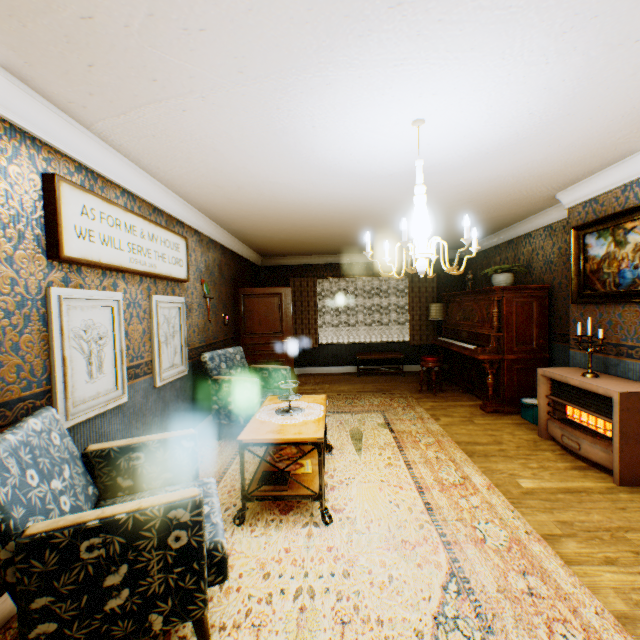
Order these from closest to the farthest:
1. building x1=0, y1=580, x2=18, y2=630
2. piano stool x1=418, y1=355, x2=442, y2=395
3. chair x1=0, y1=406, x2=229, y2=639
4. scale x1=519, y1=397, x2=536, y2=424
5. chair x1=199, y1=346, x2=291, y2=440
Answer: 1. chair x1=0, y1=406, x2=229, y2=639
2. building x1=0, y1=580, x2=18, y2=630
3. chair x1=199, y1=346, x2=291, y2=440
4. scale x1=519, y1=397, x2=536, y2=424
5. piano stool x1=418, y1=355, x2=442, y2=395

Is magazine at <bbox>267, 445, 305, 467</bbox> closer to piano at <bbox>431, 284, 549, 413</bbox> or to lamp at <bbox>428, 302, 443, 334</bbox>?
piano at <bbox>431, 284, 549, 413</bbox>

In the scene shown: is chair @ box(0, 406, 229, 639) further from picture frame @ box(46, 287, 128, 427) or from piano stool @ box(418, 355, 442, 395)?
piano stool @ box(418, 355, 442, 395)

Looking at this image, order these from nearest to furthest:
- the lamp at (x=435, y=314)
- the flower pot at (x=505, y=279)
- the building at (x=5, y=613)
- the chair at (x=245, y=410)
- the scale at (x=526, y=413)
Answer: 1. the building at (x=5, y=613)
2. the chair at (x=245, y=410)
3. the scale at (x=526, y=413)
4. the flower pot at (x=505, y=279)
5. the lamp at (x=435, y=314)

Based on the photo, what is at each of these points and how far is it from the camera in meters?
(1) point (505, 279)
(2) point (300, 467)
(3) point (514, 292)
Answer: (1) flower pot, 5.5
(2) magazine, 3.0
(3) piano, 5.1

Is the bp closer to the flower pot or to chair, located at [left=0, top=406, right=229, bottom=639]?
the flower pot

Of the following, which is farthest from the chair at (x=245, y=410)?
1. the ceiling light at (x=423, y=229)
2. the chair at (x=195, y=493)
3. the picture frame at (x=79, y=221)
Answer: the ceiling light at (x=423, y=229)

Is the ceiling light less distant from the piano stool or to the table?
the table
